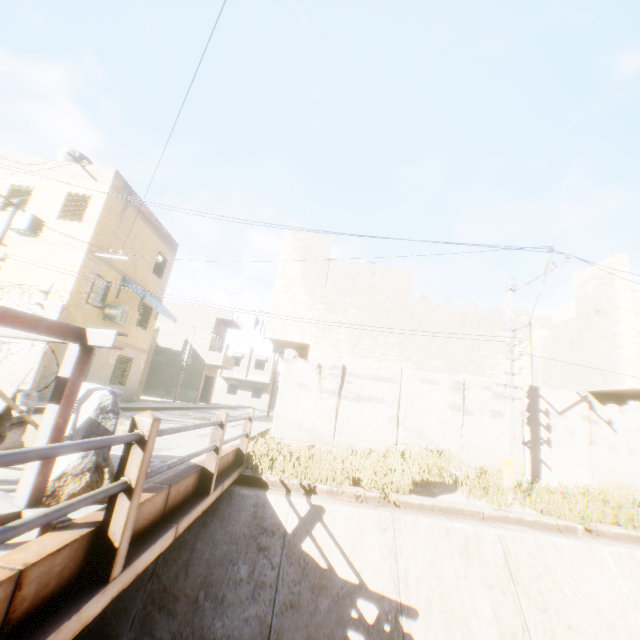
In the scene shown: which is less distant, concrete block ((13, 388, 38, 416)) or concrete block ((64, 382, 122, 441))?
concrete block ((64, 382, 122, 441))

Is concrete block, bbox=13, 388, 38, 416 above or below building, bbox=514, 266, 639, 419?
below

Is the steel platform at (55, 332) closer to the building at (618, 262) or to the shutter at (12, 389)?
the shutter at (12, 389)

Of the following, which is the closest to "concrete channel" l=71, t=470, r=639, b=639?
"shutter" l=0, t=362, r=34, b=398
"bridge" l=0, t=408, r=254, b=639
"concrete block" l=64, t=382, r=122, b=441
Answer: "bridge" l=0, t=408, r=254, b=639

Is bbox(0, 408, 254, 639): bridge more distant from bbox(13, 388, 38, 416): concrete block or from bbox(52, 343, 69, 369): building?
bbox(52, 343, 69, 369): building

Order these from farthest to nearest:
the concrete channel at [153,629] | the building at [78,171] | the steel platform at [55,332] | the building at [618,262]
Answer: the building at [78,171]
the building at [618,262]
the concrete channel at [153,629]
the steel platform at [55,332]

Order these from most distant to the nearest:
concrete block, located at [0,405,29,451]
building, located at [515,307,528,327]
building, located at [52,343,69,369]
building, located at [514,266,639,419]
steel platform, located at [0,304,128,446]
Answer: building, located at [515,307,528,327] < building, located at [52,343,69,369] < building, located at [514,266,639,419] < concrete block, located at [0,405,29,451] < steel platform, located at [0,304,128,446]

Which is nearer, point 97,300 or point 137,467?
point 137,467
